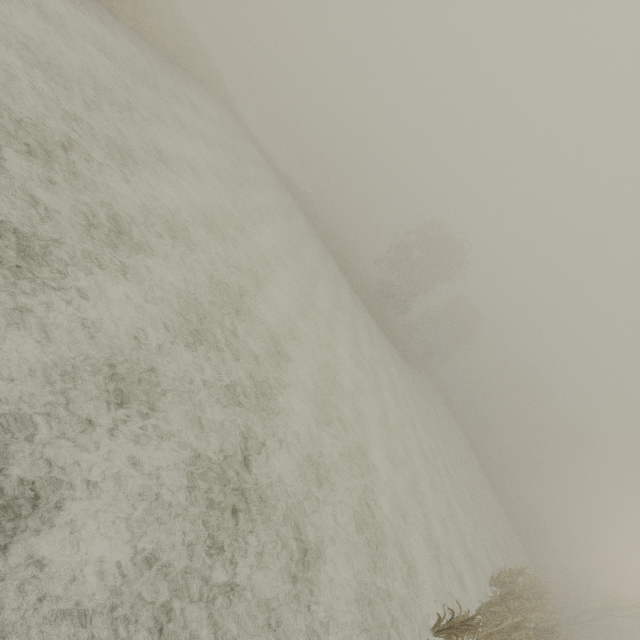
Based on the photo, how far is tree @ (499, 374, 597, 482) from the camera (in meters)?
53.38

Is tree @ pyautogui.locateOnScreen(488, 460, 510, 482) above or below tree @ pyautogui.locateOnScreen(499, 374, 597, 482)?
below

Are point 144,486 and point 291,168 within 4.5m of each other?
no

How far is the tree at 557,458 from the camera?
53.4m
